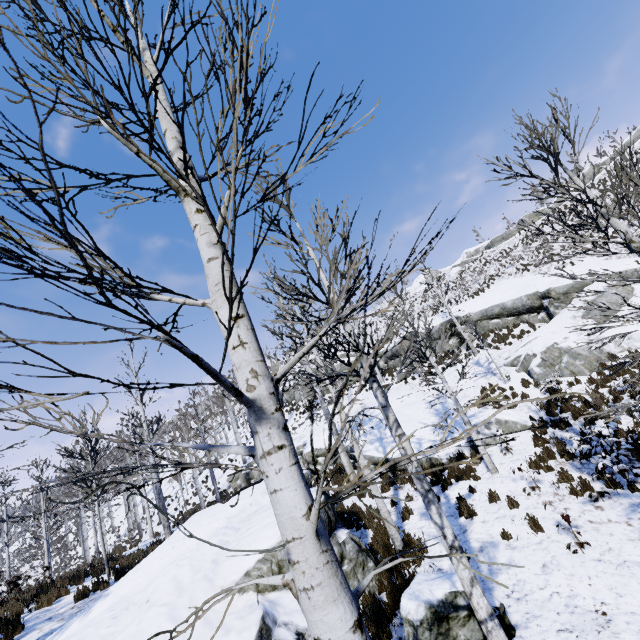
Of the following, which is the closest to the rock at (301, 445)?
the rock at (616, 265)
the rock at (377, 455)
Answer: the rock at (377, 455)

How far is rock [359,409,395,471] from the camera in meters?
14.4 m

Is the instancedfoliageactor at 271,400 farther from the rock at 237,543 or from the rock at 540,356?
the rock at 540,356

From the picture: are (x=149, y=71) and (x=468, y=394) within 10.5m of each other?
no

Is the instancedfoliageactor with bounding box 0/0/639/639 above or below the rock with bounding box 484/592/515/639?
above

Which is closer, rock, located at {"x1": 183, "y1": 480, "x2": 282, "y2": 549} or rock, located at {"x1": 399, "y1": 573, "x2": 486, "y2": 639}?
rock, located at {"x1": 399, "y1": 573, "x2": 486, "y2": 639}

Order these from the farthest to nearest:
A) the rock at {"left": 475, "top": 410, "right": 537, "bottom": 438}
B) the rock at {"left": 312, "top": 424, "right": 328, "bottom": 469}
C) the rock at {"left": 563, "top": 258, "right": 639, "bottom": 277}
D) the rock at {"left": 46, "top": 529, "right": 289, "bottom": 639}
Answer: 1. the rock at {"left": 312, "top": 424, "right": 328, "bottom": 469}
2. the rock at {"left": 563, "top": 258, "right": 639, "bottom": 277}
3. the rock at {"left": 475, "top": 410, "right": 537, "bottom": 438}
4. the rock at {"left": 46, "top": 529, "right": 289, "bottom": 639}

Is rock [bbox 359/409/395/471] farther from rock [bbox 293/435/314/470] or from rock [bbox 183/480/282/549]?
rock [bbox 293/435/314/470]
